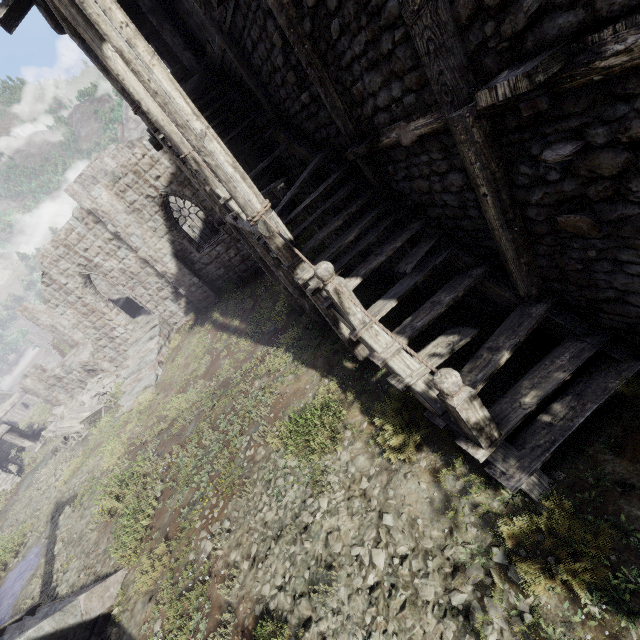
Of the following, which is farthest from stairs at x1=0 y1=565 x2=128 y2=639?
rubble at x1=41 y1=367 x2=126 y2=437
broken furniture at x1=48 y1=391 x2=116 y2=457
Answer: rubble at x1=41 y1=367 x2=126 y2=437

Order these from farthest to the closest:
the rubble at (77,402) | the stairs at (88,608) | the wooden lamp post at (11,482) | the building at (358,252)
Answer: Answer: the rubble at (77,402) → the wooden lamp post at (11,482) → the stairs at (88,608) → the building at (358,252)

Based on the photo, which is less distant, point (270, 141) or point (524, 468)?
point (524, 468)

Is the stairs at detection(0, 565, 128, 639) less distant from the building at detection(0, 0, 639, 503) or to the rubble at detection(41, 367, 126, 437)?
the building at detection(0, 0, 639, 503)

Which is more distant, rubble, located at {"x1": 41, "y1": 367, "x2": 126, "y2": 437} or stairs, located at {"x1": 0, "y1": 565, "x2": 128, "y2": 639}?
rubble, located at {"x1": 41, "y1": 367, "x2": 126, "y2": 437}

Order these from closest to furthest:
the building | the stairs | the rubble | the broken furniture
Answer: the building < the stairs < the broken furniture < the rubble

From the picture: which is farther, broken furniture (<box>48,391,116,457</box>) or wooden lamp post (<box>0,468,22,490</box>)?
wooden lamp post (<box>0,468,22,490</box>)

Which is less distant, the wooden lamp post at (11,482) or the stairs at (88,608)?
the stairs at (88,608)
